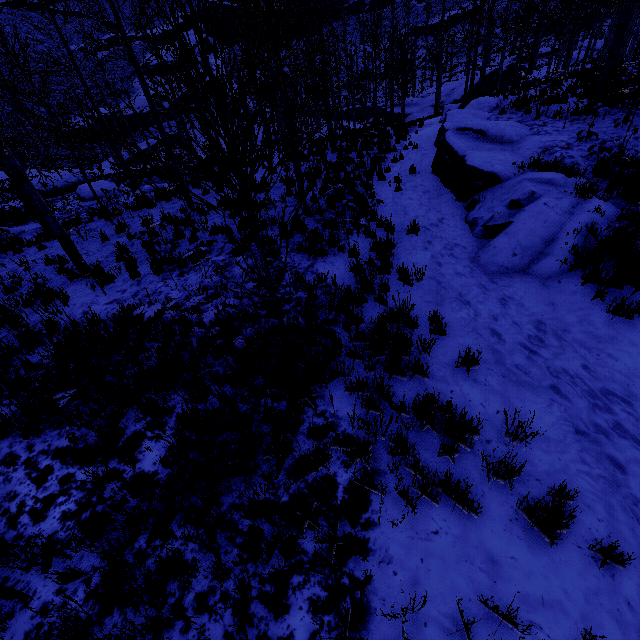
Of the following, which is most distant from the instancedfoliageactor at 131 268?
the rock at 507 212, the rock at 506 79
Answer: the rock at 506 79

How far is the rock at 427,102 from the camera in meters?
37.2

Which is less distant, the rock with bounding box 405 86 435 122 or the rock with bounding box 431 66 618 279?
the rock with bounding box 431 66 618 279

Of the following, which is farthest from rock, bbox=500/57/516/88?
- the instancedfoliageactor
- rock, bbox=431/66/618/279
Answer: the instancedfoliageactor

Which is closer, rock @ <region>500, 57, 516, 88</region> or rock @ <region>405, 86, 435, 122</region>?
rock @ <region>405, 86, 435, 122</region>

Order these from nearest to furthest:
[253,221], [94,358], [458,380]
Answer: [253,221] < [458,380] < [94,358]

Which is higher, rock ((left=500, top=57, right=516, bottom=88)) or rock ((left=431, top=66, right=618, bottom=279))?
rock ((left=431, top=66, right=618, bottom=279))

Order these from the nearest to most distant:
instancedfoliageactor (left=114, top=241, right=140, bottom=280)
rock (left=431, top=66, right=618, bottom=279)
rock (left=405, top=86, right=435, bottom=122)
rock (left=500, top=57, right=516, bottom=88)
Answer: rock (left=431, top=66, right=618, bottom=279) < instancedfoliageactor (left=114, top=241, right=140, bottom=280) < rock (left=405, top=86, right=435, bottom=122) < rock (left=500, top=57, right=516, bottom=88)
